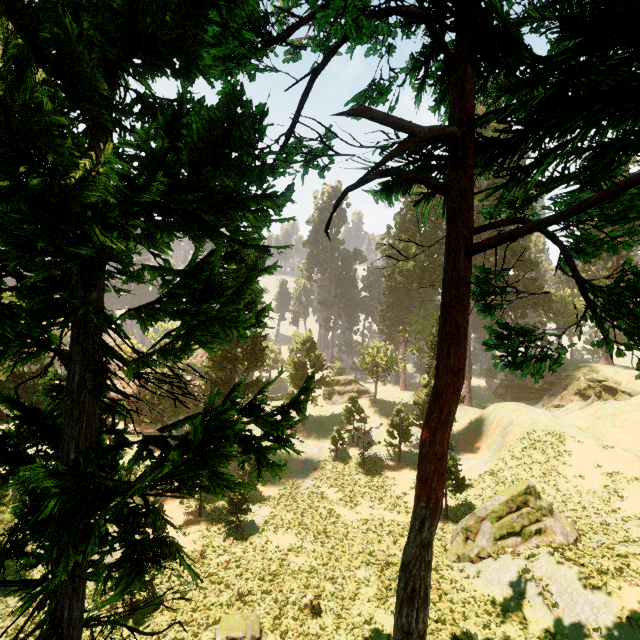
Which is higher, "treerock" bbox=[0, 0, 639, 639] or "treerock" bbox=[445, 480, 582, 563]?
"treerock" bbox=[0, 0, 639, 639]

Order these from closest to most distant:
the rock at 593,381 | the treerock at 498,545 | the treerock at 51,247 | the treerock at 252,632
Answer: the treerock at 51,247, the treerock at 252,632, the treerock at 498,545, the rock at 593,381

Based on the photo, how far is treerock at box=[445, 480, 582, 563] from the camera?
16.2m

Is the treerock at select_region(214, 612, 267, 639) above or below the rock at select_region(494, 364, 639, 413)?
below

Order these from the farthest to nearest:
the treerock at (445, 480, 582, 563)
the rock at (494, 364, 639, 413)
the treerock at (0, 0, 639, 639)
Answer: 1. the rock at (494, 364, 639, 413)
2. the treerock at (445, 480, 582, 563)
3. the treerock at (0, 0, 639, 639)

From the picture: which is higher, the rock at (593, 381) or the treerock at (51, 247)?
the treerock at (51, 247)

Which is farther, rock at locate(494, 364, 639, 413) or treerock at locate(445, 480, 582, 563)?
rock at locate(494, 364, 639, 413)

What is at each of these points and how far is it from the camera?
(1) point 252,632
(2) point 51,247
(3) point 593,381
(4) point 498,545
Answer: (1) treerock, 12.2 meters
(2) treerock, 4.0 meters
(3) rock, 39.6 meters
(4) treerock, 16.5 meters
